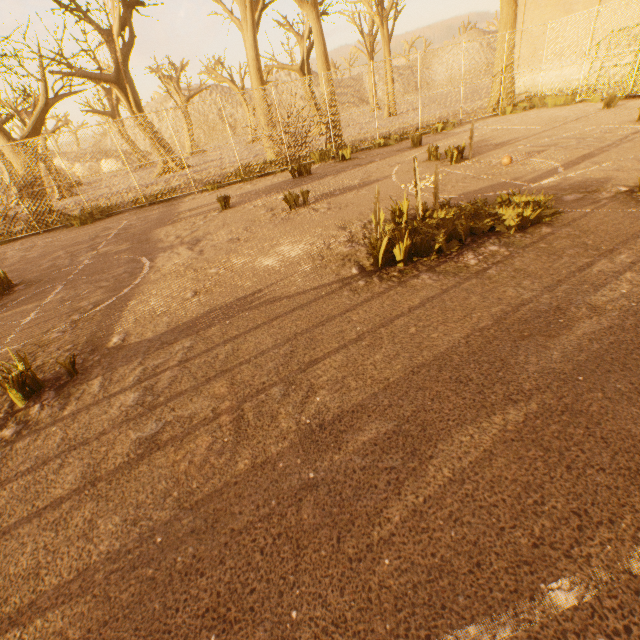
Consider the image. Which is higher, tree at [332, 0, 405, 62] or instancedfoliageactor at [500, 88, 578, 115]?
tree at [332, 0, 405, 62]

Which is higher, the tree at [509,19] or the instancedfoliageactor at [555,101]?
the tree at [509,19]

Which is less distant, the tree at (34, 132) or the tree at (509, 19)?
the tree at (34, 132)

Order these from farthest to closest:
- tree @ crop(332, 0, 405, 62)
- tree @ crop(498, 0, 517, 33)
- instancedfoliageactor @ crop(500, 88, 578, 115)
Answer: tree @ crop(332, 0, 405, 62)
tree @ crop(498, 0, 517, 33)
instancedfoliageactor @ crop(500, 88, 578, 115)

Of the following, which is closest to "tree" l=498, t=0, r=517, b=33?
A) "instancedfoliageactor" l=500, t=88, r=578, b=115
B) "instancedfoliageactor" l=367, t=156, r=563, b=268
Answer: "instancedfoliageactor" l=500, t=88, r=578, b=115

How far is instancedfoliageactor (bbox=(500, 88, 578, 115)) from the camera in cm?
1328

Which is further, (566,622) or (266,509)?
A: (266,509)

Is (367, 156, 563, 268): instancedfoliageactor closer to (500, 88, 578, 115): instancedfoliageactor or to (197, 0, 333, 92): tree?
(197, 0, 333, 92): tree
